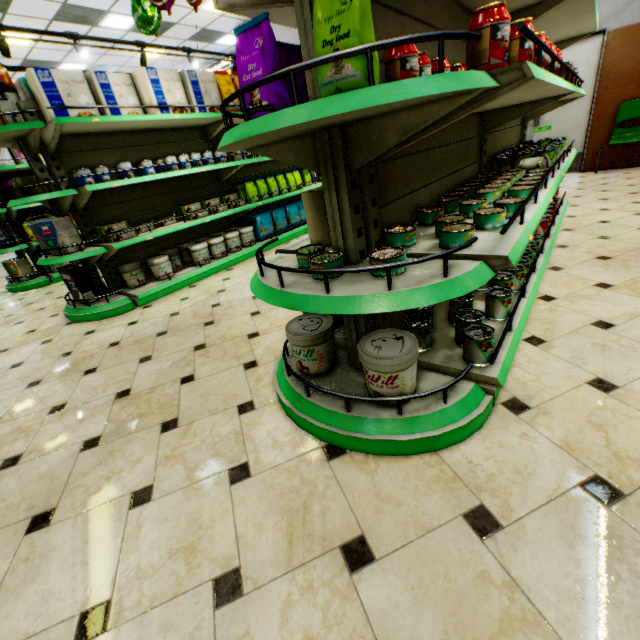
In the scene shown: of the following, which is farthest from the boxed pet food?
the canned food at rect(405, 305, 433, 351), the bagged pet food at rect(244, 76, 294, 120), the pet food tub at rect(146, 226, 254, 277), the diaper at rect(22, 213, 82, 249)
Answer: the canned food at rect(405, 305, 433, 351)

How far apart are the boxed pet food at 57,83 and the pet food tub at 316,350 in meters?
3.5

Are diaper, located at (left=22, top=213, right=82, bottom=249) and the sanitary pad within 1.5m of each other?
yes

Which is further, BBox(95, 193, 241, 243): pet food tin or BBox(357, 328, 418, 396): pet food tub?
BBox(95, 193, 241, 243): pet food tin

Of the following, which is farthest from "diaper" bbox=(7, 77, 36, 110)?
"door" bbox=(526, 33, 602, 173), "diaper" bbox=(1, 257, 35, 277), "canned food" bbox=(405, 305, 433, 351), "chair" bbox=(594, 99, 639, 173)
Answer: "chair" bbox=(594, 99, 639, 173)

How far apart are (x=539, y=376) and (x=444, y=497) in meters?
0.9

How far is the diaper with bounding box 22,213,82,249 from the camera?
3.3 meters

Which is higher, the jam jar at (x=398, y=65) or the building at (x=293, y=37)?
the building at (x=293, y=37)
